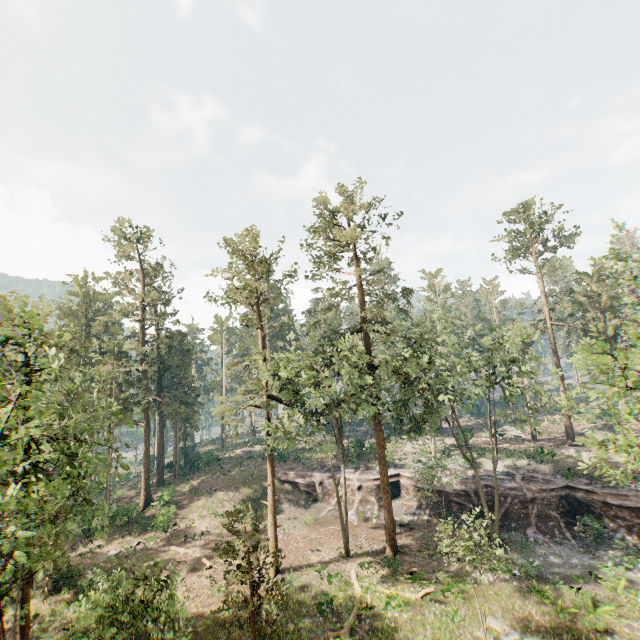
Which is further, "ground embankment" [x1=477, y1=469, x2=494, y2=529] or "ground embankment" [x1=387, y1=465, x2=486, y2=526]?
"ground embankment" [x1=387, y1=465, x2=486, y2=526]

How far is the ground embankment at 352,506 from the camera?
34.1m

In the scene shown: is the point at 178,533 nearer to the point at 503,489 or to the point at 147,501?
the point at 147,501

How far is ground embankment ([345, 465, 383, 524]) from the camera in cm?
3406

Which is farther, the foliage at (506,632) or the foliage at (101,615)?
the foliage at (506,632)

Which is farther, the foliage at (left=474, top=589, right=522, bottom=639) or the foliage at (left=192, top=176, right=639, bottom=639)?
the foliage at (left=474, top=589, right=522, bottom=639)

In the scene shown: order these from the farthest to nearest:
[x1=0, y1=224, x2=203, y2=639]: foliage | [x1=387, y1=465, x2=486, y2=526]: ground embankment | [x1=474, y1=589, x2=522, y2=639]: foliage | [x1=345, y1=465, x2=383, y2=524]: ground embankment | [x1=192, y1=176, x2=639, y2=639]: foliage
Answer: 1. [x1=345, y1=465, x2=383, y2=524]: ground embankment
2. [x1=387, y1=465, x2=486, y2=526]: ground embankment
3. [x1=474, y1=589, x2=522, y2=639]: foliage
4. [x1=192, y1=176, x2=639, y2=639]: foliage
5. [x1=0, y1=224, x2=203, y2=639]: foliage
